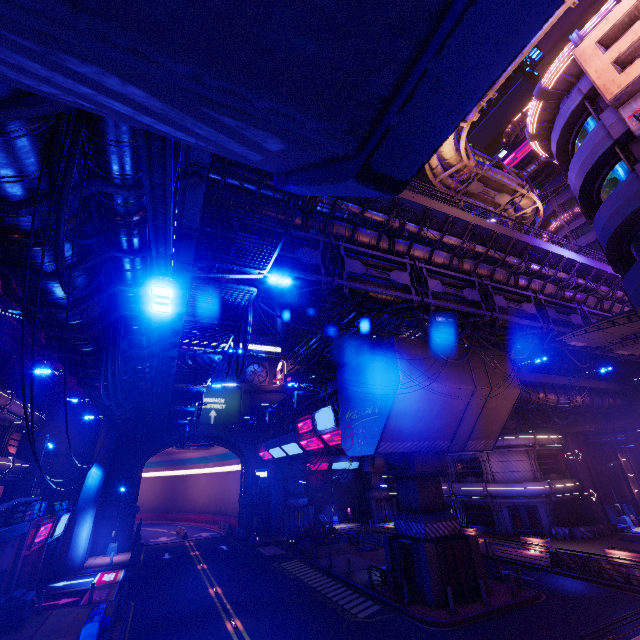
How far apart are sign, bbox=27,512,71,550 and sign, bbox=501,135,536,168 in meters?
62.0

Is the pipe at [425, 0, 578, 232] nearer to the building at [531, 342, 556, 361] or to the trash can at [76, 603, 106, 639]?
the building at [531, 342, 556, 361]

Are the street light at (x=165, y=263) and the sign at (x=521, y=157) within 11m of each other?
no

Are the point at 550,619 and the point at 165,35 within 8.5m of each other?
no

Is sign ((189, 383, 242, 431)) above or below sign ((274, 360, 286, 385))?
below

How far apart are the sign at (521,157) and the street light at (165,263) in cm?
5417

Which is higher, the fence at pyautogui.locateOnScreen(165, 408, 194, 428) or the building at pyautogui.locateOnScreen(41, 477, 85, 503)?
the fence at pyautogui.locateOnScreen(165, 408, 194, 428)

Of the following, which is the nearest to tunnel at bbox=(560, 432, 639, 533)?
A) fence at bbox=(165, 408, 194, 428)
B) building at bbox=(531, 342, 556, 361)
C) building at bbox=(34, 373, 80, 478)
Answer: building at bbox=(531, 342, 556, 361)
